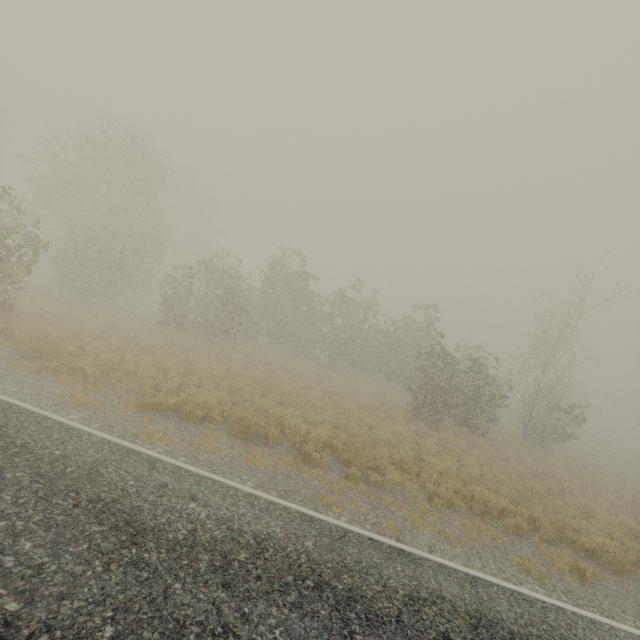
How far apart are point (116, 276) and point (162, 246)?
5.8m
